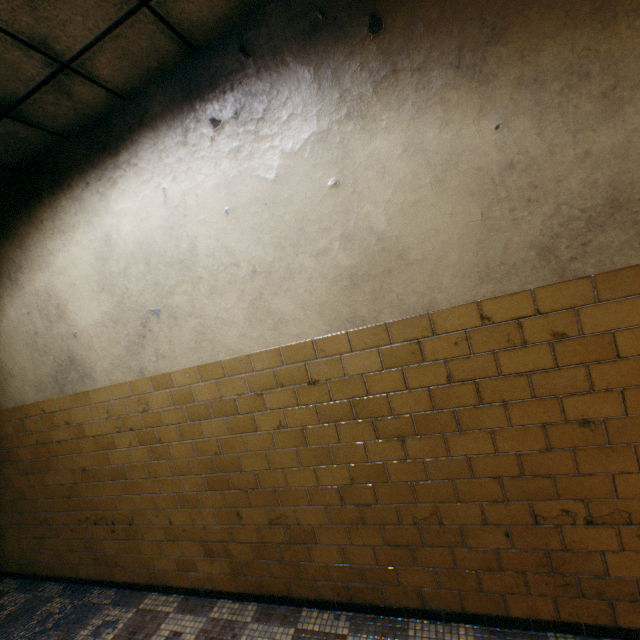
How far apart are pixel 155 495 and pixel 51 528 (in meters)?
1.68
